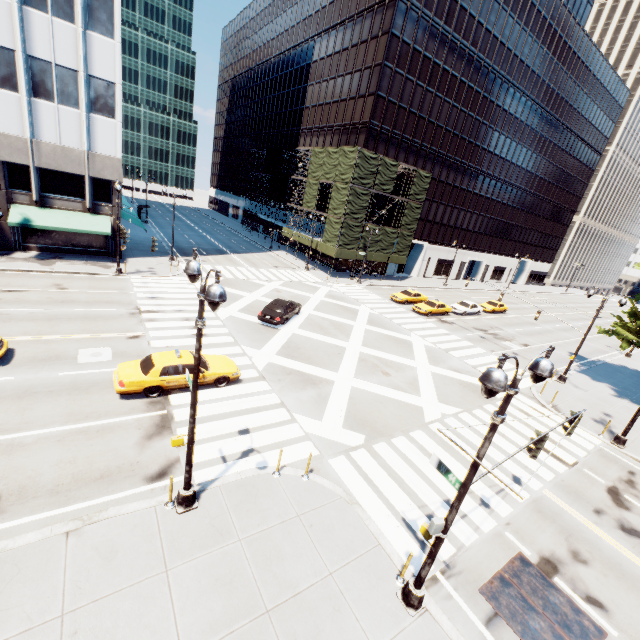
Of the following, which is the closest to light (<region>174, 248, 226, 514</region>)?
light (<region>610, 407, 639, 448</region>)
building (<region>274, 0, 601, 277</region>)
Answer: light (<region>610, 407, 639, 448</region>)

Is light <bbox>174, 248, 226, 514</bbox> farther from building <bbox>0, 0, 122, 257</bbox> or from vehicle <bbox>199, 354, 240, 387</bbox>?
building <bbox>0, 0, 122, 257</bbox>

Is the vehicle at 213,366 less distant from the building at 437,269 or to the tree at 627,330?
the tree at 627,330

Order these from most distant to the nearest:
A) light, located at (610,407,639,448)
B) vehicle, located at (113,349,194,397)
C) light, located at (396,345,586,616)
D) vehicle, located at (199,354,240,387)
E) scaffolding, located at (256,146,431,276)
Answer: scaffolding, located at (256,146,431,276) → light, located at (610,407,639,448) → vehicle, located at (199,354,240,387) → vehicle, located at (113,349,194,397) → light, located at (396,345,586,616)

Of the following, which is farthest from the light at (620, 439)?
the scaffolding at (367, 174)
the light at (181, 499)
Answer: the scaffolding at (367, 174)

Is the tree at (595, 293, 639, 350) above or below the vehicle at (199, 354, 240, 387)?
above

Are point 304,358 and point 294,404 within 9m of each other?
yes

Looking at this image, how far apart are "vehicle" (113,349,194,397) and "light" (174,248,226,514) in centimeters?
524cm
